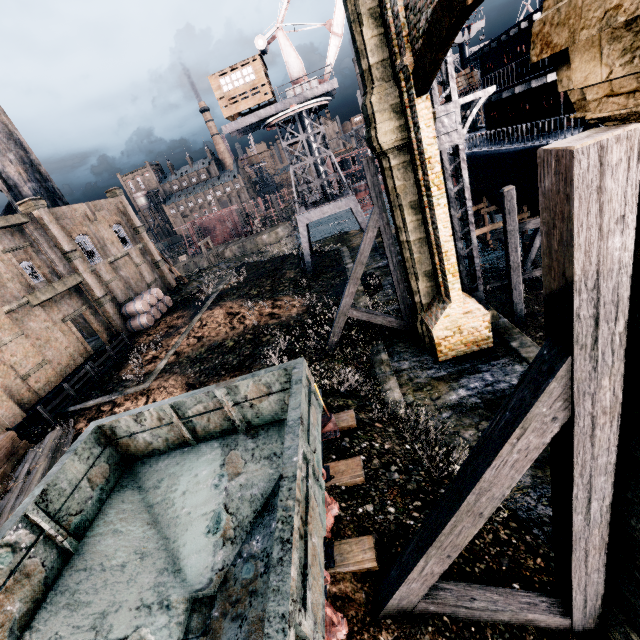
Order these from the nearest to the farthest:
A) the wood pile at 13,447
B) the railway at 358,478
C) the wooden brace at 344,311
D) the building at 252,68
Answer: the railway at 358,478, the wood pile at 13,447, the wooden brace at 344,311, the building at 252,68

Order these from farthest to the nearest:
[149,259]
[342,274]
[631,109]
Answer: [149,259] → [342,274] → [631,109]

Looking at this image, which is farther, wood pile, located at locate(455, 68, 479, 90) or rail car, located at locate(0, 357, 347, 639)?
wood pile, located at locate(455, 68, 479, 90)

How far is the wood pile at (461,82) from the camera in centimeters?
2572cm

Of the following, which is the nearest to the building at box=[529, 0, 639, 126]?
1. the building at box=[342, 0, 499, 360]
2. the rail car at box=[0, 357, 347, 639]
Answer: the rail car at box=[0, 357, 347, 639]

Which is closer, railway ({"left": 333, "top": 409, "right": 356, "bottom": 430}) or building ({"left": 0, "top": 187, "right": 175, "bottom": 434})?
railway ({"left": 333, "top": 409, "right": 356, "bottom": 430})

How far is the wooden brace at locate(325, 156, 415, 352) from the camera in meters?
13.9 m

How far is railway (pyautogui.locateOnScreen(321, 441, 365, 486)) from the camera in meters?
8.3
